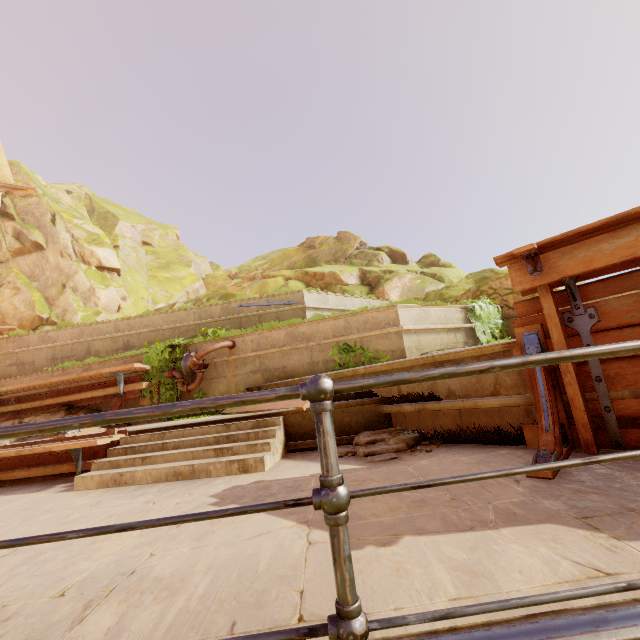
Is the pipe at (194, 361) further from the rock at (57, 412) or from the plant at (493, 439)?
the plant at (493, 439)

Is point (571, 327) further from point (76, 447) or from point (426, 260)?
point (426, 260)

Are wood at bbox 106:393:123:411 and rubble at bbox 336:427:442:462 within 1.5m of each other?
no

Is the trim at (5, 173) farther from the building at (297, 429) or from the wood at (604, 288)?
the wood at (604, 288)

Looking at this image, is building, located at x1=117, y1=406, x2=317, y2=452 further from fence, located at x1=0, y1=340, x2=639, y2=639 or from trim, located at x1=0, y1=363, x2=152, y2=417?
fence, located at x1=0, y1=340, x2=639, y2=639

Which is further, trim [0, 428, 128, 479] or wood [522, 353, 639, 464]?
trim [0, 428, 128, 479]

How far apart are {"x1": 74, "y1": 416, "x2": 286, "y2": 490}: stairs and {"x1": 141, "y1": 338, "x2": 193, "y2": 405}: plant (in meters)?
2.15

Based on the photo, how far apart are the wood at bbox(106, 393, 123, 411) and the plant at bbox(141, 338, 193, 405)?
0.6 meters
